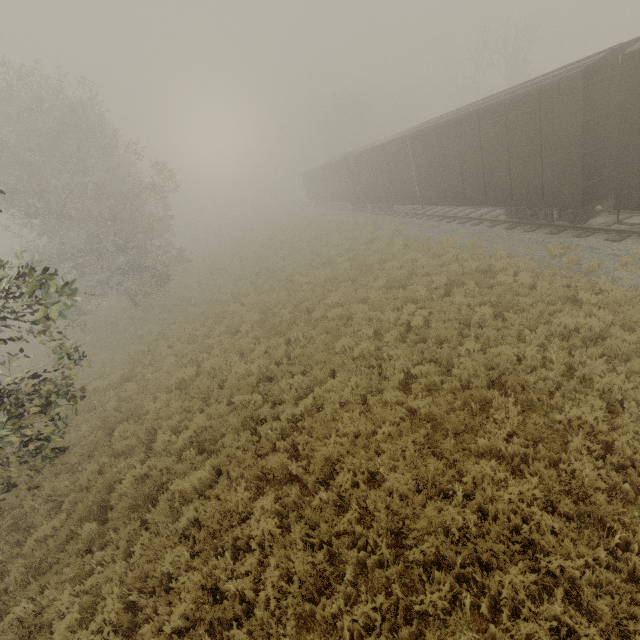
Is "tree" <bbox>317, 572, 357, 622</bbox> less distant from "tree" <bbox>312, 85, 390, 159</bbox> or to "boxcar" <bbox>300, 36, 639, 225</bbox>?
"boxcar" <bbox>300, 36, 639, 225</bbox>

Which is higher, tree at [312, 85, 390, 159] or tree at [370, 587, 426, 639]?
tree at [312, 85, 390, 159]

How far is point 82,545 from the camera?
6.81m

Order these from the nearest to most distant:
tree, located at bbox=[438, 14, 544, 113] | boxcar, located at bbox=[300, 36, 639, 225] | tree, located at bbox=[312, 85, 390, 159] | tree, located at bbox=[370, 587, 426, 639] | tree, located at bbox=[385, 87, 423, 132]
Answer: tree, located at bbox=[370, 587, 426, 639] < boxcar, located at bbox=[300, 36, 639, 225] < tree, located at bbox=[438, 14, 544, 113] < tree, located at bbox=[312, 85, 390, 159] < tree, located at bbox=[385, 87, 423, 132]

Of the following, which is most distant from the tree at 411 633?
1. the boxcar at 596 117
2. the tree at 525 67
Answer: the tree at 525 67
